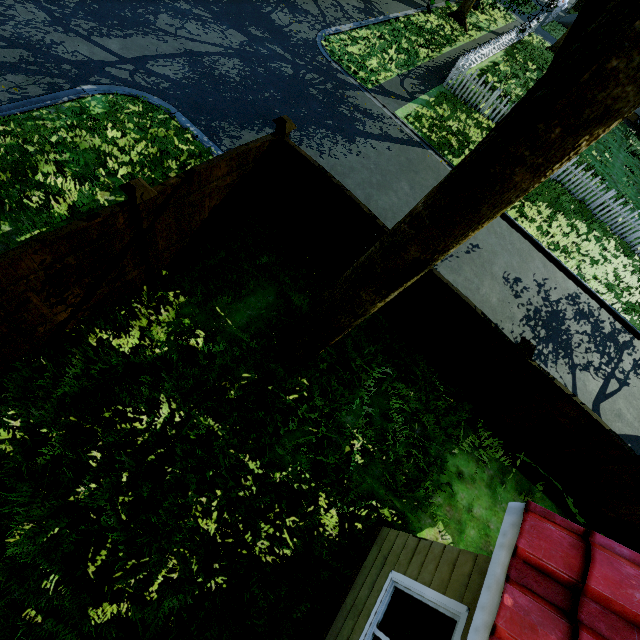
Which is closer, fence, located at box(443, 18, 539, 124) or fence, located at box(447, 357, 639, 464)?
fence, located at box(447, 357, 639, 464)

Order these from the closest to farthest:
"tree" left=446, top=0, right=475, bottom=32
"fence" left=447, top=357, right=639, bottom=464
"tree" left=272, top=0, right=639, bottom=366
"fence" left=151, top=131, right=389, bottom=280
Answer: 1. "tree" left=272, top=0, right=639, bottom=366
2. "fence" left=151, top=131, right=389, bottom=280
3. "fence" left=447, top=357, right=639, bottom=464
4. "tree" left=446, top=0, right=475, bottom=32

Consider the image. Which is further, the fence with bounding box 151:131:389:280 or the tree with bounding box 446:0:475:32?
the tree with bounding box 446:0:475:32

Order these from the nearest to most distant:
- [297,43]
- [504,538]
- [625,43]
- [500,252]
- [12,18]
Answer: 1. [625,43]
2. [504,538]
3. [12,18]
4. [500,252]
5. [297,43]

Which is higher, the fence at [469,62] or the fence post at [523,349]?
the fence post at [523,349]

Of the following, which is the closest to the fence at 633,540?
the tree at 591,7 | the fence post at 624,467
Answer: the fence post at 624,467

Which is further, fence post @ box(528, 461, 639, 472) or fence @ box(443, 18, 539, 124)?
fence @ box(443, 18, 539, 124)

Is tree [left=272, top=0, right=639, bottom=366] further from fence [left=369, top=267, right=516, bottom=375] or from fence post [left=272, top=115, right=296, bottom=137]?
fence post [left=272, top=115, right=296, bottom=137]
